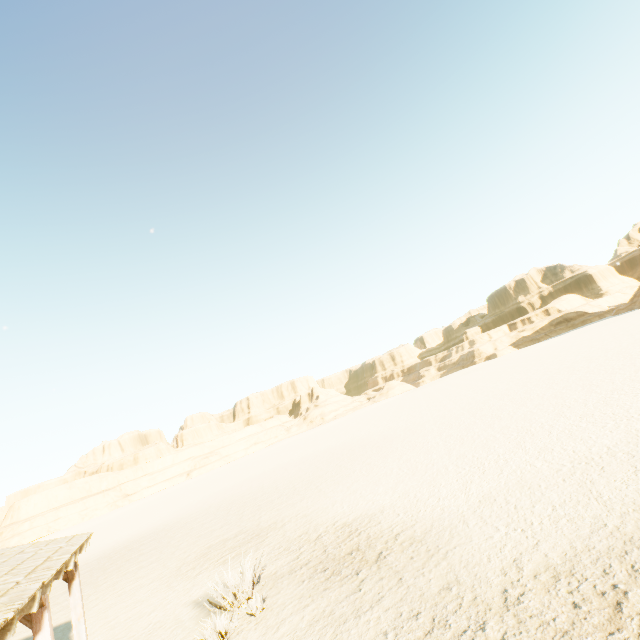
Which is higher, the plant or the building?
the building

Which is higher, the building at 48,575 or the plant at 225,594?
the building at 48,575

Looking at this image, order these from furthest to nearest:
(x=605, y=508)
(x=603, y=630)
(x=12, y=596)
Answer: (x=605, y=508)
(x=603, y=630)
(x=12, y=596)

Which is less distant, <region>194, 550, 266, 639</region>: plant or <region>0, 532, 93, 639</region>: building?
<region>0, 532, 93, 639</region>: building

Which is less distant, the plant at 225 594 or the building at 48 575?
the building at 48 575
